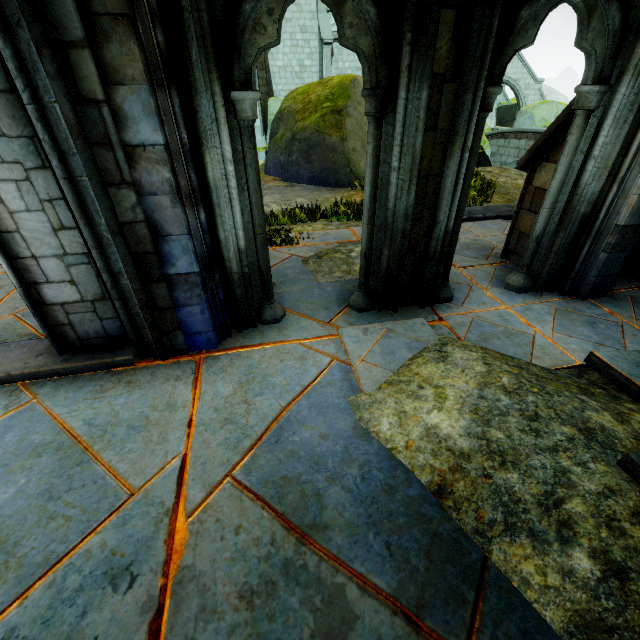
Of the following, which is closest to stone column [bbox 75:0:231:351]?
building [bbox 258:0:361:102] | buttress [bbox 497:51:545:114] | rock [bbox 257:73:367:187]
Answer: building [bbox 258:0:361:102]

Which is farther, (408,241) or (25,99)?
(408,241)

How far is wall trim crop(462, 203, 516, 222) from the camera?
6.7m

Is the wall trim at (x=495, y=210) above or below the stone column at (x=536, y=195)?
below

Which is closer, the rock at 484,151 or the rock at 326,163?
the rock at 326,163

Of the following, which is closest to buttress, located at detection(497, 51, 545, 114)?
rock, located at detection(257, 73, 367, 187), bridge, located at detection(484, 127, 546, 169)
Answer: rock, located at detection(257, 73, 367, 187)

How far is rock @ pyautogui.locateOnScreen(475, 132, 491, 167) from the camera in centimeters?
1191cm

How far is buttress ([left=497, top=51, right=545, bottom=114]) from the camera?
26.9 meters
